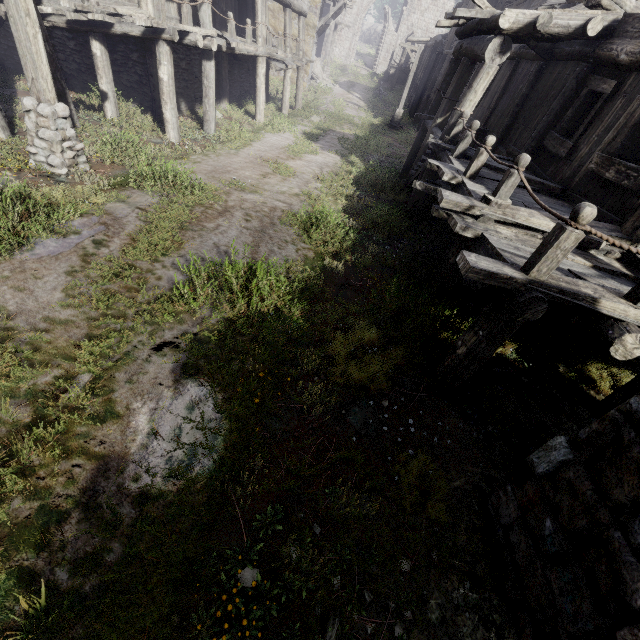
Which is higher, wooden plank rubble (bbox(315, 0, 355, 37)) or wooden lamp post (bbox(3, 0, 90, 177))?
wooden plank rubble (bbox(315, 0, 355, 37))

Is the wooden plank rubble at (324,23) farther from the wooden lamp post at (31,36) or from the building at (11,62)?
the wooden lamp post at (31,36)

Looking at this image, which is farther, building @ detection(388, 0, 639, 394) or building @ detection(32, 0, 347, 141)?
building @ detection(32, 0, 347, 141)

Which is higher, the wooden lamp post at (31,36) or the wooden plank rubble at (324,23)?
the wooden plank rubble at (324,23)

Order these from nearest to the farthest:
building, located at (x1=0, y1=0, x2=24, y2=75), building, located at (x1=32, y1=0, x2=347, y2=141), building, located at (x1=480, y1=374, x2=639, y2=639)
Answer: building, located at (x1=480, y1=374, x2=639, y2=639), building, located at (x1=32, y1=0, x2=347, y2=141), building, located at (x1=0, y1=0, x2=24, y2=75)

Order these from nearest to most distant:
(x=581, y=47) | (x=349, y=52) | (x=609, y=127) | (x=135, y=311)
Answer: (x=135, y=311) < (x=609, y=127) < (x=581, y=47) < (x=349, y=52)

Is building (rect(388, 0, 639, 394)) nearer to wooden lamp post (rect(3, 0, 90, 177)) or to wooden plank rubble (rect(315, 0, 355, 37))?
wooden plank rubble (rect(315, 0, 355, 37))
